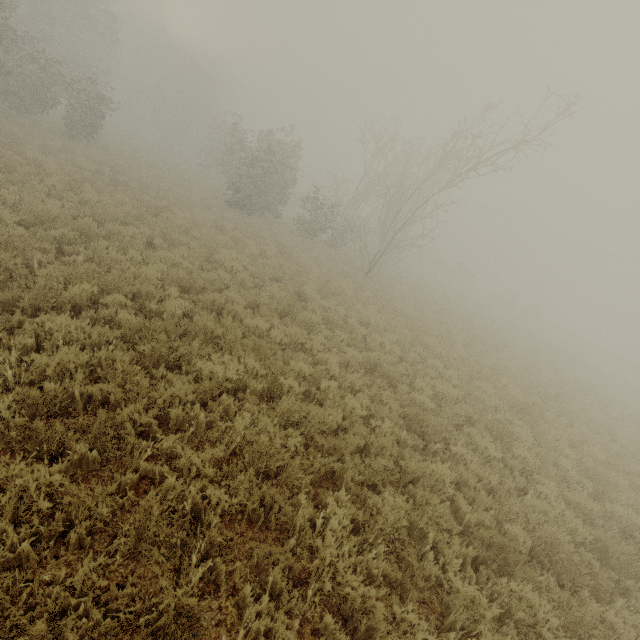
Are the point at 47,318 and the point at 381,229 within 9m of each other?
no
